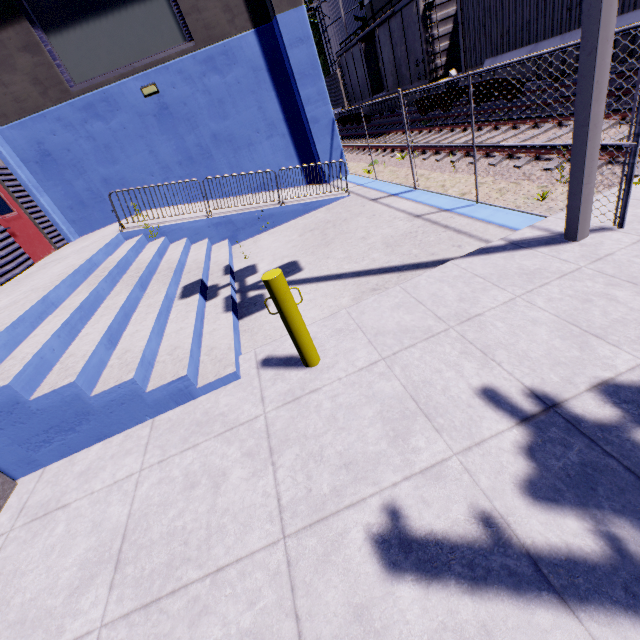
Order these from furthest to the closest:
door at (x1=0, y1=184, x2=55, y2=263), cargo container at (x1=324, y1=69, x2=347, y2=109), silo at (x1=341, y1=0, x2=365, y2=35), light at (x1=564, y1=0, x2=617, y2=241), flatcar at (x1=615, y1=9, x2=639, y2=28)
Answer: silo at (x1=341, y1=0, x2=365, y2=35)
cargo container at (x1=324, y1=69, x2=347, y2=109)
door at (x1=0, y1=184, x2=55, y2=263)
flatcar at (x1=615, y1=9, x2=639, y2=28)
light at (x1=564, y1=0, x2=617, y2=241)

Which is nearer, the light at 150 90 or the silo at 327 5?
the light at 150 90

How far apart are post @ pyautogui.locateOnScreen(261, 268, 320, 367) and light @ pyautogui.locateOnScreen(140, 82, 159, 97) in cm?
1026

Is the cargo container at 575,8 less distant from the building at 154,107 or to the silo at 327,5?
the building at 154,107

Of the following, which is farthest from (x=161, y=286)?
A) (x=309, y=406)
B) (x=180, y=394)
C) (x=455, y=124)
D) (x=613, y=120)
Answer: (x=455, y=124)

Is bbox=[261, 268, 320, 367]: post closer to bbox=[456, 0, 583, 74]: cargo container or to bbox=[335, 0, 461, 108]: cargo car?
bbox=[456, 0, 583, 74]: cargo container

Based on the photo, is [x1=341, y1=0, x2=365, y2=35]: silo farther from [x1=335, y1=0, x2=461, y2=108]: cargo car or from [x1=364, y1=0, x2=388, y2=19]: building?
[x1=364, y1=0, x2=388, y2=19]: building

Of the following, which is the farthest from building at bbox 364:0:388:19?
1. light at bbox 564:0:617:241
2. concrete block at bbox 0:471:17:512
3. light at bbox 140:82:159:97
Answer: light at bbox 564:0:617:241
